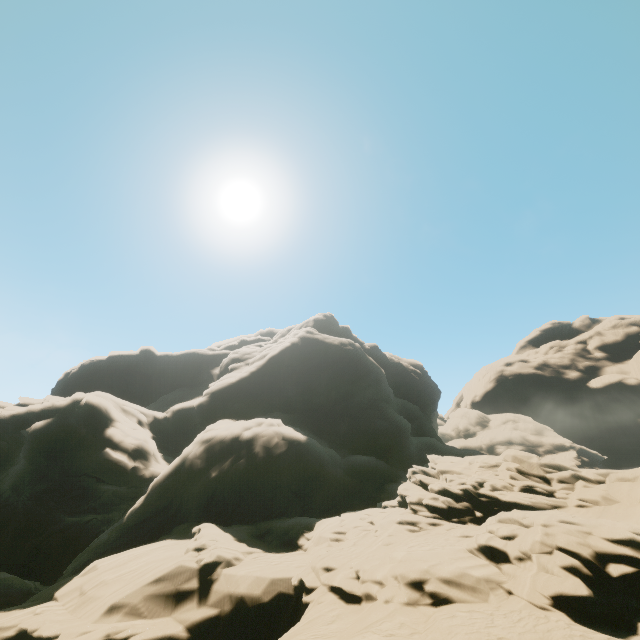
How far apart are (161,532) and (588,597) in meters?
20.3 m
